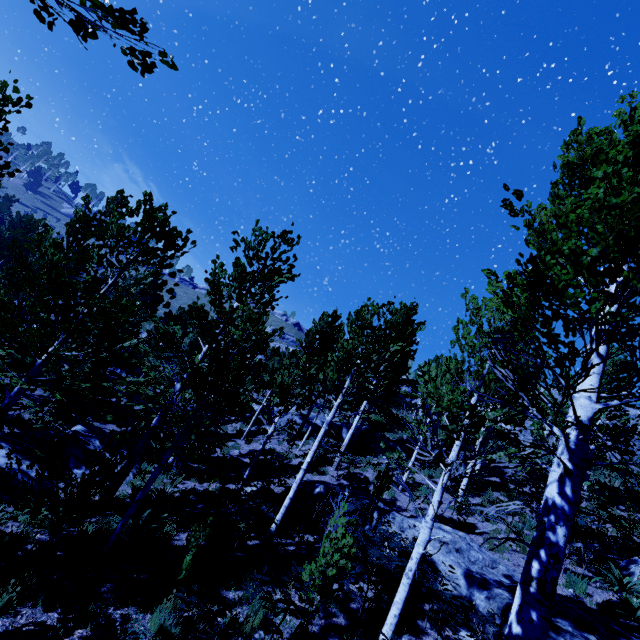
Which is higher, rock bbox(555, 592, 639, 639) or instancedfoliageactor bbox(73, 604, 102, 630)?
rock bbox(555, 592, 639, 639)

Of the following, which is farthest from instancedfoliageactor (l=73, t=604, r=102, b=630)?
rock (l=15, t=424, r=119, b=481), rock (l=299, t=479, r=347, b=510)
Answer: rock (l=299, t=479, r=347, b=510)

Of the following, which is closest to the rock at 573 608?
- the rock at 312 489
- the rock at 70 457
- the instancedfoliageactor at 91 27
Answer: the instancedfoliageactor at 91 27

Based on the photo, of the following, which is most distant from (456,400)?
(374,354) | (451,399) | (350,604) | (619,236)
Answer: (350,604)

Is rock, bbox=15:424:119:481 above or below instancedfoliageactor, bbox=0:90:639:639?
below

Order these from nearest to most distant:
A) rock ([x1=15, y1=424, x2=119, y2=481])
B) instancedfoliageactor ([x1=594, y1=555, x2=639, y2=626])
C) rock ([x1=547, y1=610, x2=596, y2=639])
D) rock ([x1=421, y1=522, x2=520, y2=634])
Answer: rock ([x1=547, y1=610, x2=596, y2=639])
rock ([x1=421, y1=522, x2=520, y2=634])
instancedfoliageactor ([x1=594, y1=555, x2=639, y2=626])
rock ([x1=15, y1=424, x2=119, y2=481])

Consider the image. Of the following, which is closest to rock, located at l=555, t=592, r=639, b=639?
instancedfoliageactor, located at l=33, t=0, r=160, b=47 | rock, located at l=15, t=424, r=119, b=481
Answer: instancedfoliageactor, located at l=33, t=0, r=160, b=47

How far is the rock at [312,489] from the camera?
12.66m
